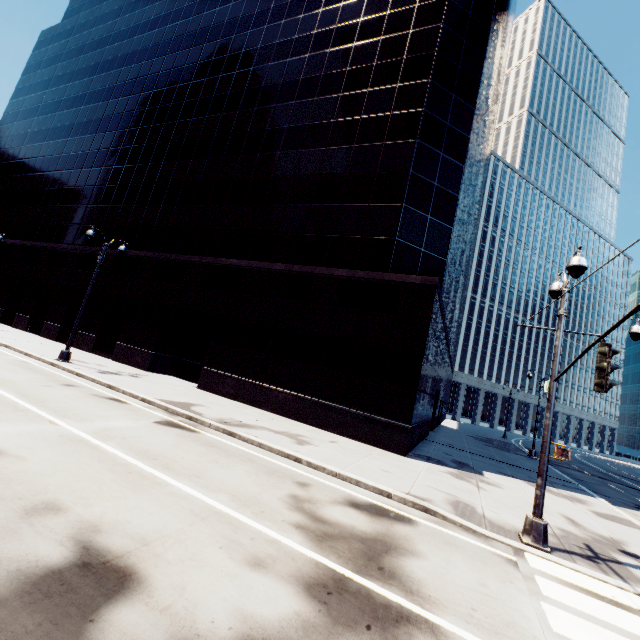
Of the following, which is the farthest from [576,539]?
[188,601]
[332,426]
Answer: [188,601]

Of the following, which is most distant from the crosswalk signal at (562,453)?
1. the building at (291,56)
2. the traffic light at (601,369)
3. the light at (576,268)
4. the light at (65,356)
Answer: the light at (65,356)

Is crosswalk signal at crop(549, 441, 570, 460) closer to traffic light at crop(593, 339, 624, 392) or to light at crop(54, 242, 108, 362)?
traffic light at crop(593, 339, 624, 392)

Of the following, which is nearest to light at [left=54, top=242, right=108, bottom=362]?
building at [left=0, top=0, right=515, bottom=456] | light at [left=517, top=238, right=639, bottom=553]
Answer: building at [left=0, top=0, right=515, bottom=456]

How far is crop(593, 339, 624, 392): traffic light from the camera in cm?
558

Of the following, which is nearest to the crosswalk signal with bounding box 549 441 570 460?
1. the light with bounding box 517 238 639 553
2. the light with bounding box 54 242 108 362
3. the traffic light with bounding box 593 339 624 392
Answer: the light with bounding box 517 238 639 553

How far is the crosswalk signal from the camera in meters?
8.0

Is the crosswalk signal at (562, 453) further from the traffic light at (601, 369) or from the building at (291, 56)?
the building at (291, 56)
